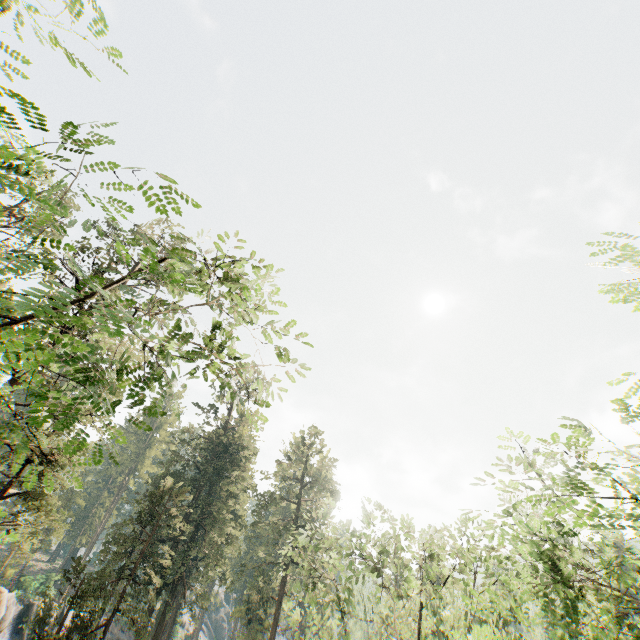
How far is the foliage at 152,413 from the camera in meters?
4.7 m

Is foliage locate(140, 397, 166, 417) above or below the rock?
above

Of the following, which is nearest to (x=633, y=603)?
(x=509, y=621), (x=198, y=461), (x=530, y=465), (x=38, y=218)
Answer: (x=530, y=465)

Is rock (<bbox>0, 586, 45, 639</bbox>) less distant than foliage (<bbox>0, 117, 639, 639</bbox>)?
No

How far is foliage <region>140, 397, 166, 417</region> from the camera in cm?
472

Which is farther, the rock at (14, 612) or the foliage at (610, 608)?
the rock at (14, 612)
